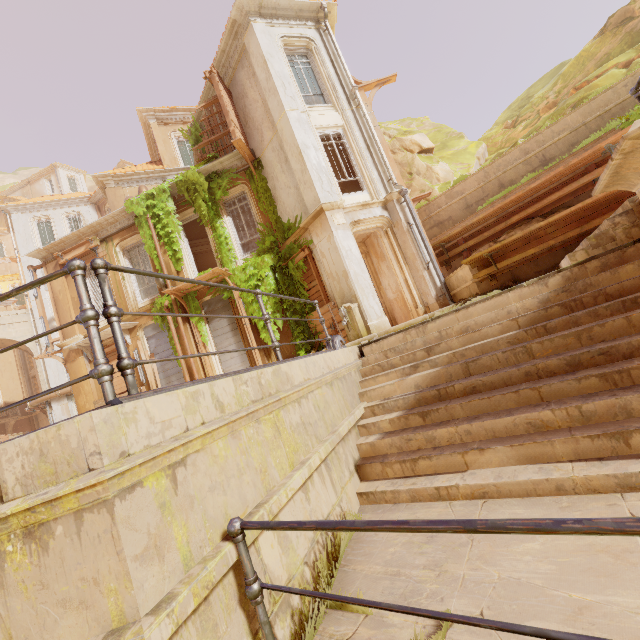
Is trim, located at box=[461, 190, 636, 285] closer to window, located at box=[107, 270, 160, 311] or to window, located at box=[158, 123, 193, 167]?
window, located at box=[107, 270, 160, 311]

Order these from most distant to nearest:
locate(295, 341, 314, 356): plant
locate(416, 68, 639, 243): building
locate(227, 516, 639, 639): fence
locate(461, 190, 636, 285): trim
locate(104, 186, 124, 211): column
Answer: locate(104, 186, 124, 211): column, locate(295, 341, 314, 356): plant, locate(416, 68, 639, 243): building, locate(461, 190, 636, 285): trim, locate(227, 516, 639, 639): fence

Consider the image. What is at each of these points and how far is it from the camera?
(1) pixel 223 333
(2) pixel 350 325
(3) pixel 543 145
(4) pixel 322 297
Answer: (1) shutter, 13.3m
(2) pump, 10.0m
(3) building, 10.7m
(4) wood, 11.4m

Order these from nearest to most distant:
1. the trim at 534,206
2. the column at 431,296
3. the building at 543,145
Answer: the trim at 534,206 → the building at 543,145 → the column at 431,296

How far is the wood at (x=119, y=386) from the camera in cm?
1394

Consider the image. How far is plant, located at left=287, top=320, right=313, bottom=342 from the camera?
11.98m

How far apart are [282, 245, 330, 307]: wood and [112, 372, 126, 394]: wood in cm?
779

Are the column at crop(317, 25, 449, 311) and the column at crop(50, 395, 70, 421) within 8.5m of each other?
no
